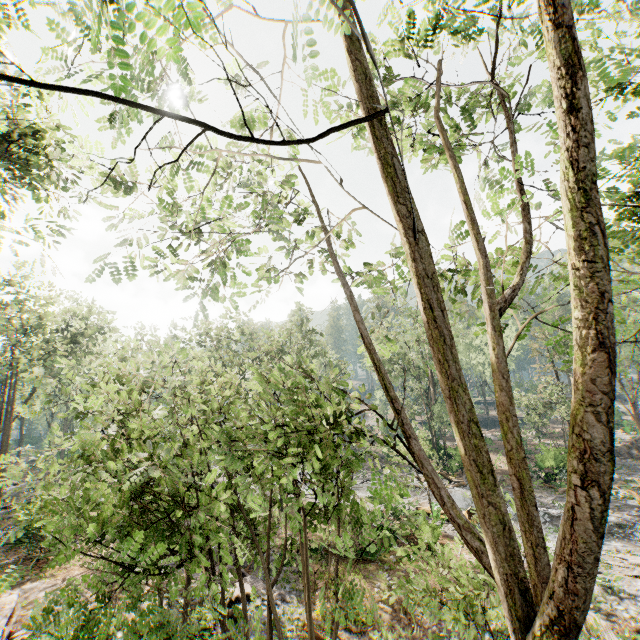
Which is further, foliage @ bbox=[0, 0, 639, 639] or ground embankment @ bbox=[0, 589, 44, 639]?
ground embankment @ bbox=[0, 589, 44, 639]

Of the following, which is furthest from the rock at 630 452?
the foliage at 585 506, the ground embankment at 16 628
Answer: the ground embankment at 16 628

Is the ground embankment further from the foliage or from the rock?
the rock

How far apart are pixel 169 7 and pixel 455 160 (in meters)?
5.40

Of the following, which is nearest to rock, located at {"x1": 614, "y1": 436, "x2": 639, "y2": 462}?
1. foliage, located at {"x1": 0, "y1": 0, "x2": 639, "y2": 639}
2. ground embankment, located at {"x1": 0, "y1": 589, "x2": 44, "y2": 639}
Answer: foliage, located at {"x1": 0, "y1": 0, "x2": 639, "y2": 639}

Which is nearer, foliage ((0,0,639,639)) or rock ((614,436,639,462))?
foliage ((0,0,639,639))

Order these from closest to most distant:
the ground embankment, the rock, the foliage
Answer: the foliage
the ground embankment
the rock
